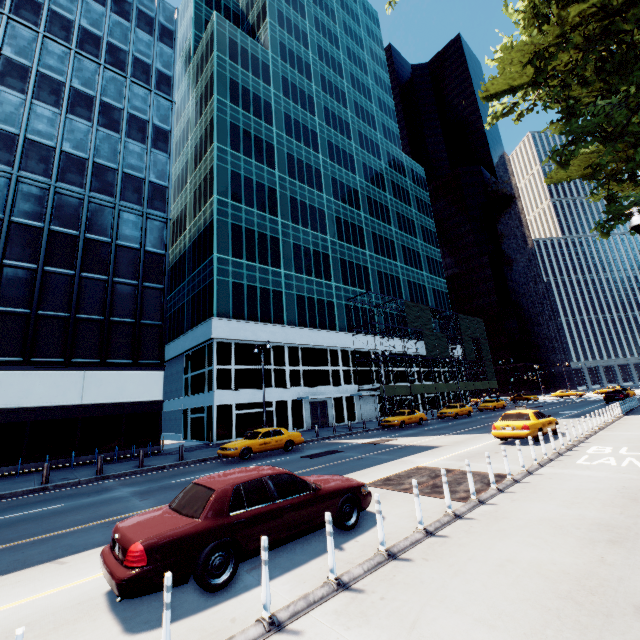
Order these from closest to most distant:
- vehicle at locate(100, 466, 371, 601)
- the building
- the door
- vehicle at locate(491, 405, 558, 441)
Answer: vehicle at locate(100, 466, 371, 601), vehicle at locate(491, 405, 558, 441), the building, the door

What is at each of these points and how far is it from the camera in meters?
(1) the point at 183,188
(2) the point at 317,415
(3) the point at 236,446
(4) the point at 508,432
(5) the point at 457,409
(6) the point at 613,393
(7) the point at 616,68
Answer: (1) building, 42.1
(2) door, 35.1
(3) vehicle, 17.8
(4) vehicle, 15.4
(5) vehicle, 34.0
(6) vehicle, 36.2
(7) tree, 11.7

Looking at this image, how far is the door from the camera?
34.56m

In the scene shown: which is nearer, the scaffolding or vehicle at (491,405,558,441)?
vehicle at (491,405,558,441)

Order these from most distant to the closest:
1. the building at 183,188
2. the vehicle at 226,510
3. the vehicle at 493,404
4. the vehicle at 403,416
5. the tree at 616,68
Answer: the vehicle at 493,404 → the vehicle at 403,416 → the building at 183,188 → the tree at 616,68 → the vehicle at 226,510

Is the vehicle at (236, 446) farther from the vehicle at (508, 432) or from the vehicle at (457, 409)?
the vehicle at (457, 409)

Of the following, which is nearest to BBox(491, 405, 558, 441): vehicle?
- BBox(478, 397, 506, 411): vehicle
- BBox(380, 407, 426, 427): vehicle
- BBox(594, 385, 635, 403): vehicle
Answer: BBox(380, 407, 426, 427): vehicle

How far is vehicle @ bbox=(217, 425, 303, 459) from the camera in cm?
1783
